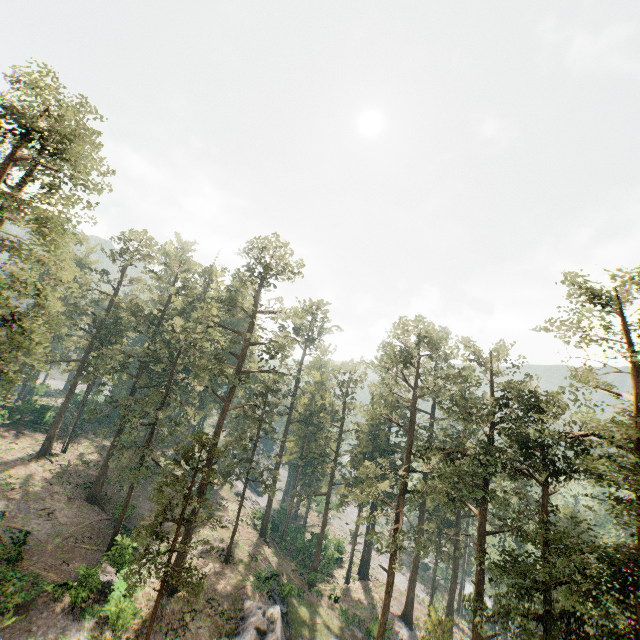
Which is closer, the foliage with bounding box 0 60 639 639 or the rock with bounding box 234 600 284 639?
the foliage with bounding box 0 60 639 639

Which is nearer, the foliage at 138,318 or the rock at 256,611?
the foliage at 138,318

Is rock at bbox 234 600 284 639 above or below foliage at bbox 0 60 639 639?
below

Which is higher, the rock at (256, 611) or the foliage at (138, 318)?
the foliage at (138, 318)

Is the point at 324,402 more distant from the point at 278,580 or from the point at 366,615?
the point at 366,615
